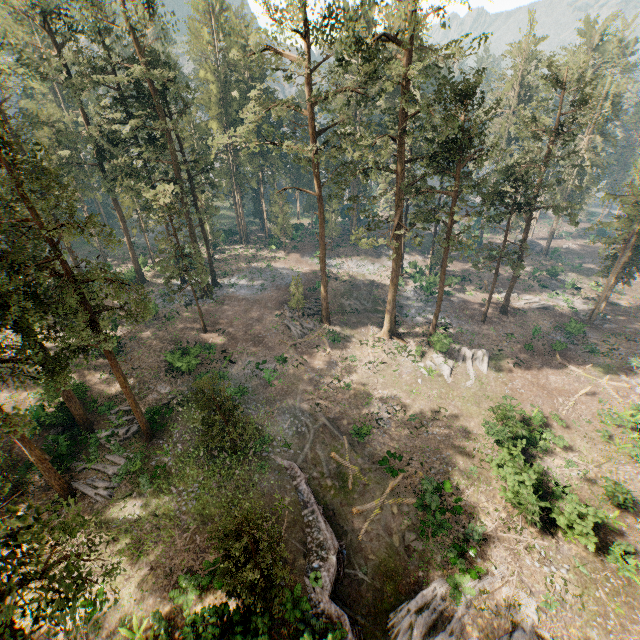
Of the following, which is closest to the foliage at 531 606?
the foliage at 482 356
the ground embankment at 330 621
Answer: the foliage at 482 356

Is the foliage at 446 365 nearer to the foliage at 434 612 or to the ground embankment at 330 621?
the foliage at 434 612

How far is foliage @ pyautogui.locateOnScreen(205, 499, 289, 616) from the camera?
13.01m

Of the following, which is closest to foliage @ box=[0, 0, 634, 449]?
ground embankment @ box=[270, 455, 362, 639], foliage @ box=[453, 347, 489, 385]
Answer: foliage @ box=[453, 347, 489, 385]

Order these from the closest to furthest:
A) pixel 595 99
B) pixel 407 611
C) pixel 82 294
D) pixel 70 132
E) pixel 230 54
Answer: pixel 407 611 → pixel 82 294 → pixel 230 54 → pixel 70 132 → pixel 595 99

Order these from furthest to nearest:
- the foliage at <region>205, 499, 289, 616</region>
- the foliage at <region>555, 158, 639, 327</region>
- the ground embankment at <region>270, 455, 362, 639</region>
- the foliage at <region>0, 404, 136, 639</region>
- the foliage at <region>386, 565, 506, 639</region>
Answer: the foliage at <region>555, 158, 639, 327</region> < the foliage at <region>386, 565, 506, 639</region> < the ground embankment at <region>270, 455, 362, 639</region> < the foliage at <region>205, 499, 289, 616</region> < the foliage at <region>0, 404, 136, 639</region>

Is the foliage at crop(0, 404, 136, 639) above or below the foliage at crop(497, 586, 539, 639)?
above

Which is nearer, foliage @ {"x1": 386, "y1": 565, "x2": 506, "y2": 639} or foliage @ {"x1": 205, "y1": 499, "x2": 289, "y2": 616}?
foliage @ {"x1": 205, "y1": 499, "x2": 289, "y2": 616}
